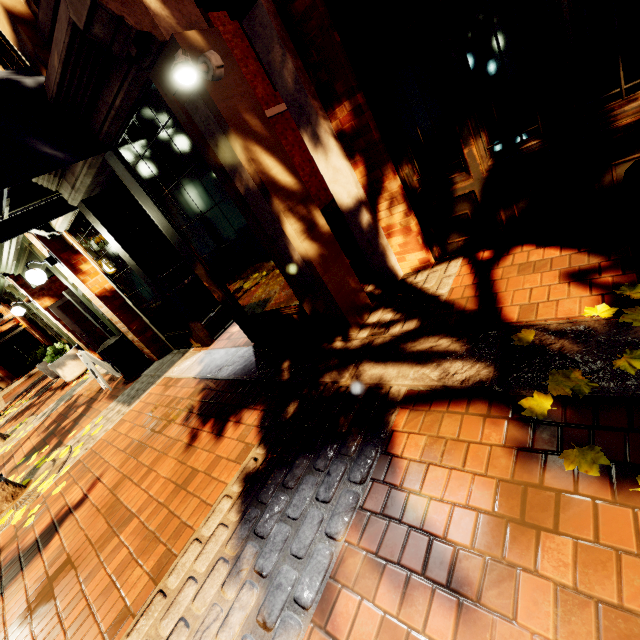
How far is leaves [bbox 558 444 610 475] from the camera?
1.5m

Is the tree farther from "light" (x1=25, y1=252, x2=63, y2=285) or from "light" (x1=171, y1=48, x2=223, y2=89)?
"light" (x1=171, y1=48, x2=223, y2=89)

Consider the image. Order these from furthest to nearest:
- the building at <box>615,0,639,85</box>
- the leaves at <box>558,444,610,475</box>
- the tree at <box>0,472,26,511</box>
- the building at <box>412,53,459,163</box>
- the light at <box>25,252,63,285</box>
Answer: the light at <box>25,252,63,285</box> < the tree at <box>0,472,26,511</box> < the building at <box>412,53,459,163</box> < the building at <box>615,0,639,85</box> < the leaves at <box>558,444,610,475</box>

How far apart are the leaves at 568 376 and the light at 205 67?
3.2m

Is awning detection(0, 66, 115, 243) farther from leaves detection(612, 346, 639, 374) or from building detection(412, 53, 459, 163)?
leaves detection(612, 346, 639, 374)

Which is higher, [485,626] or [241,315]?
[241,315]

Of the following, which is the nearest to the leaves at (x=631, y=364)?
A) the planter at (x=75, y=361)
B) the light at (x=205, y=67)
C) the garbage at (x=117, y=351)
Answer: the light at (x=205, y=67)

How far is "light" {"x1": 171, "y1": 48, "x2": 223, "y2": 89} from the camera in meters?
2.3
